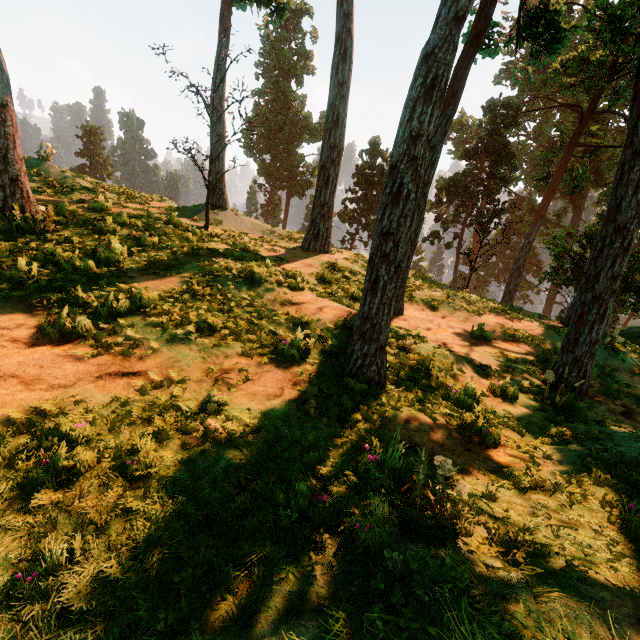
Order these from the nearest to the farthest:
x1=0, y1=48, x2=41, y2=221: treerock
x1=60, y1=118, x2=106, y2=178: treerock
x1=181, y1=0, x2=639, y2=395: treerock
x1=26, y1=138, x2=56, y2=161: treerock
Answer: x1=181, y1=0, x2=639, y2=395: treerock, x1=0, y1=48, x2=41, y2=221: treerock, x1=26, y1=138, x2=56, y2=161: treerock, x1=60, y1=118, x2=106, y2=178: treerock

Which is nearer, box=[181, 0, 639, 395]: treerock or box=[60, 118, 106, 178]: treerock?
box=[181, 0, 639, 395]: treerock

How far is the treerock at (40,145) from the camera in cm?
1397

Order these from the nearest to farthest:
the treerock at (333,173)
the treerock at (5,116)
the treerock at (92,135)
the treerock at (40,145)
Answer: the treerock at (333,173) → the treerock at (5,116) → the treerock at (40,145) → the treerock at (92,135)

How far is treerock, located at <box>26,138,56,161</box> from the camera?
14.0 meters

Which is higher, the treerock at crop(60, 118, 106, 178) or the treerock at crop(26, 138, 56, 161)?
the treerock at crop(60, 118, 106, 178)

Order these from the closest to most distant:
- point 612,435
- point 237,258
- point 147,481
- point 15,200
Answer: point 147,481 → point 612,435 → point 15,200 → point 237,258
